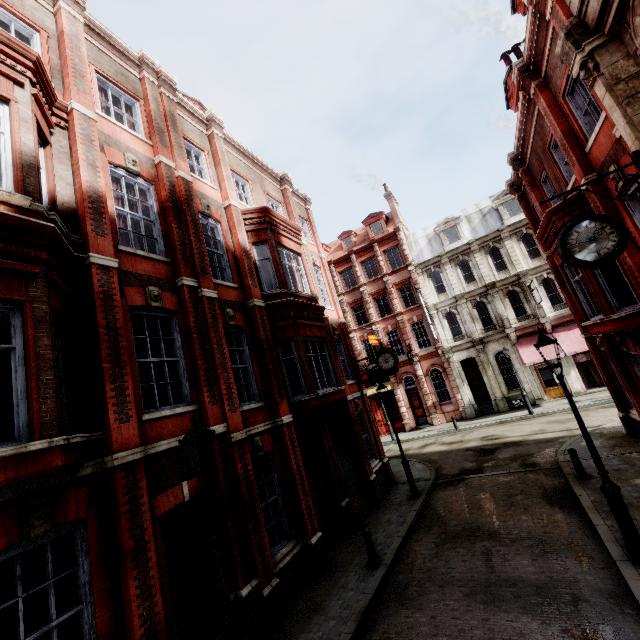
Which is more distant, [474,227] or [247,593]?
[474,227]

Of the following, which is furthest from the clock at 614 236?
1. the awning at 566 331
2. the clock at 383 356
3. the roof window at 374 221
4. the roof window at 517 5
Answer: the roof window at 374 221

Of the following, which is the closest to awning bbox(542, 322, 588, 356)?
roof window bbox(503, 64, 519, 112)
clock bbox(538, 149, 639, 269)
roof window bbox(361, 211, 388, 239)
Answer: roof window bbox(503, 64, 519, 112)

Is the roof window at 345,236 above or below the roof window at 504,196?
above

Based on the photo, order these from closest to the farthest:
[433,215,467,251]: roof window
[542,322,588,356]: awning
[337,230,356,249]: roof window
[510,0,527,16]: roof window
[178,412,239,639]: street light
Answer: [178,412,239,639]: street light → [510,0,527,16]: roof window → [542,322,588,356]: awning → [433,215,467,251]: roof window → [337,230,356,249]: roof window

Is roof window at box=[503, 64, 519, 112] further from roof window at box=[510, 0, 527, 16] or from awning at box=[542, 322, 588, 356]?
awning at box=[542, 322, 588, 356]

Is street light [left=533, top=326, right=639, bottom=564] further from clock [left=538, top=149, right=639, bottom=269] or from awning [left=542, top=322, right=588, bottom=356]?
awning [left=542, top=322, right=588, bottom=356]

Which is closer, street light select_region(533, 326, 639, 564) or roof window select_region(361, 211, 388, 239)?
street light select_region(533, 326, 639, 564)
